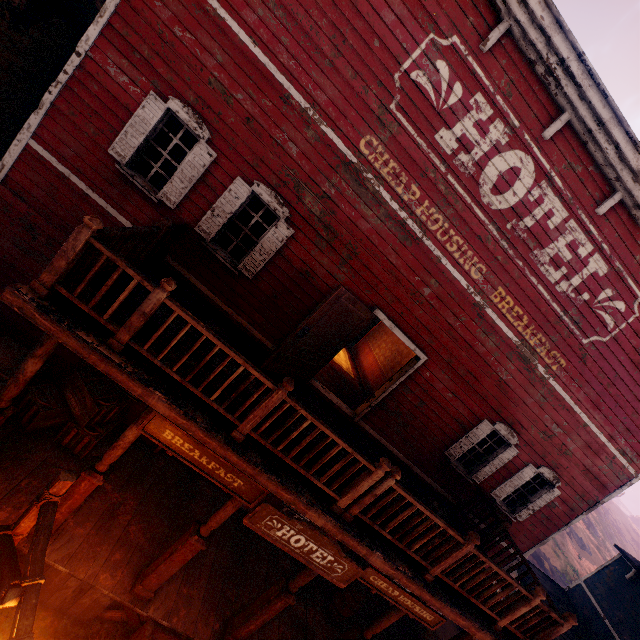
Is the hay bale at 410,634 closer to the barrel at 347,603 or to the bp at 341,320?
the barrel at 347,603

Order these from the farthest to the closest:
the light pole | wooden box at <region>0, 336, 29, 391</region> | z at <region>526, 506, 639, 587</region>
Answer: z at <region>526, 506, 639, 587</region>
wooden box at <region>0, 336, 29, 391</region>
the light pole

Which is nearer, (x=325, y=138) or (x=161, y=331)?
(x=161, y=331)

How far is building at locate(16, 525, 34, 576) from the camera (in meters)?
4.97

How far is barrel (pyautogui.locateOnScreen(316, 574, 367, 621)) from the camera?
8.0 meters

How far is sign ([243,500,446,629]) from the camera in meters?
4.6

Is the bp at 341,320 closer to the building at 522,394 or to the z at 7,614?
the building at 522,394
